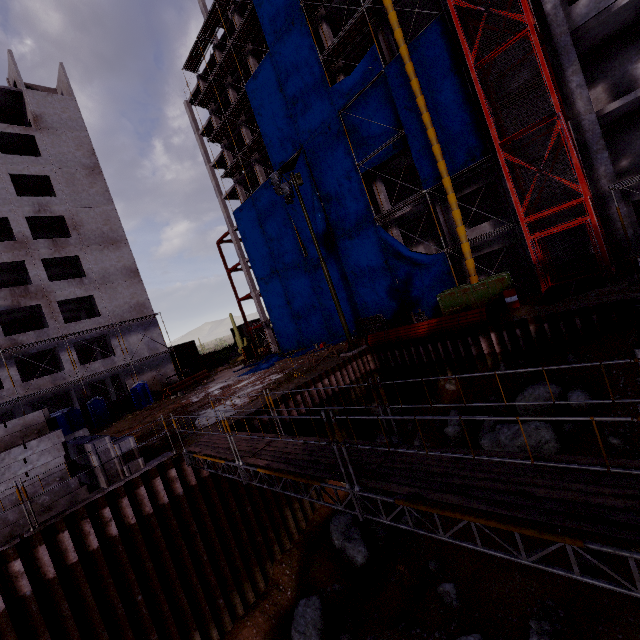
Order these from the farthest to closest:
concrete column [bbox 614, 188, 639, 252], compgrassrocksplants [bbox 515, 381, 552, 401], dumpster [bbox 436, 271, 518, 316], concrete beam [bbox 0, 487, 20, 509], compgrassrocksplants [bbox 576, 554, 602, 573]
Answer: dumpster [bbox 436, 271, 518, 316] → concrete column [bbox 614, 188, 639, 252] → compgrassrocksplants [bbox 515, 381, 552, 401] → concrete beam [bbox 0, 487, 20, 509] → compgrassrocksplants [bbox 576, 554, 602, 573]

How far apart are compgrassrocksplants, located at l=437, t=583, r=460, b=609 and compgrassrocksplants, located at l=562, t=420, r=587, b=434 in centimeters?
528cm

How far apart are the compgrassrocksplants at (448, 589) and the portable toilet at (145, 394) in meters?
27.7

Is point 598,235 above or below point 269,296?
below

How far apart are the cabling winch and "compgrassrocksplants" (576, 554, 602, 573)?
30.6 meters

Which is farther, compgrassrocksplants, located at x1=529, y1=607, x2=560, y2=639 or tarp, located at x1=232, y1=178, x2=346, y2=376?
tarp, located at x1=232, y1=178, x2=346, y2=376

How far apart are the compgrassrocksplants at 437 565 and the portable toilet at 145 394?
27.1 meters

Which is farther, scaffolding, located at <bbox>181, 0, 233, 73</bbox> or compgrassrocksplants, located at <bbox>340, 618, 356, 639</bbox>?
scaffolding, located at <bbox>181, 0, 233, 73</bbox>
